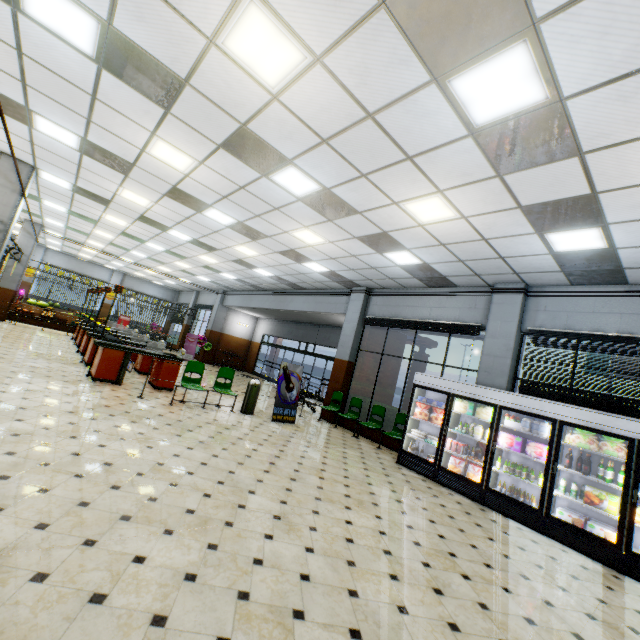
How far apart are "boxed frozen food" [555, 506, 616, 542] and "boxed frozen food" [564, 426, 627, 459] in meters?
1.2

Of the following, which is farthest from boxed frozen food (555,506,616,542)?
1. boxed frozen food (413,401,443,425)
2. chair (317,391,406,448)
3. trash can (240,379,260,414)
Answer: trash can (240,379,260,414)

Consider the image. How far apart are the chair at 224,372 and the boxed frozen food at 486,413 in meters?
5.5 m

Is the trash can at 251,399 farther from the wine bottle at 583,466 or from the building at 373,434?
the wine bottle at 583,466

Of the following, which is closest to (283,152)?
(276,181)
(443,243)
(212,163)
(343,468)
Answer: (276,181)

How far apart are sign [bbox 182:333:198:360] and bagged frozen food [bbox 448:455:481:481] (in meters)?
16.37

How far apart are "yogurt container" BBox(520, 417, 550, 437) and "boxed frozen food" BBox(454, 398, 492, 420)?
1.0m

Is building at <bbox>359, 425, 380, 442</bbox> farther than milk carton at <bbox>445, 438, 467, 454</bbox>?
Yes
